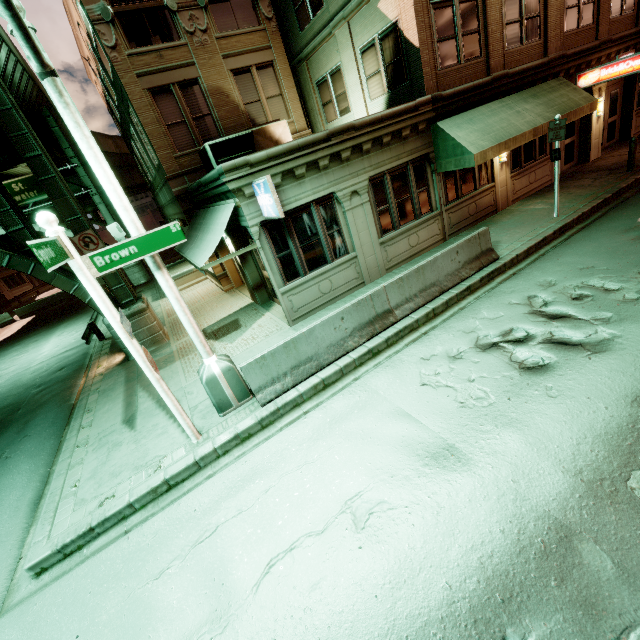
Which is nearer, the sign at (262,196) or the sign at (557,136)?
the sign at (262,196)

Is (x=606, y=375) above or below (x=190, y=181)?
below

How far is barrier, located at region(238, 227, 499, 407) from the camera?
7.0m

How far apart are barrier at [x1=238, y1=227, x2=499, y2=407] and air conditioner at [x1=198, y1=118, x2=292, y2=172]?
7.82m

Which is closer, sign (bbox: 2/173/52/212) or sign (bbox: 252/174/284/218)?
sign (bbox: 252/174/284/218)

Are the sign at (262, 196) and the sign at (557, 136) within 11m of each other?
yes

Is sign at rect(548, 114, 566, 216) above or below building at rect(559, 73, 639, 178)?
above

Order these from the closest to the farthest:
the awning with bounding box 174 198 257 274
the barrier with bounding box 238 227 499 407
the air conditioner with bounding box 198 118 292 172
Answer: the barrier with bounding box 238 227 499 407, the awning with bounding box 174 198 257 274, the air conditioner with bounding box 198 118 292 172
